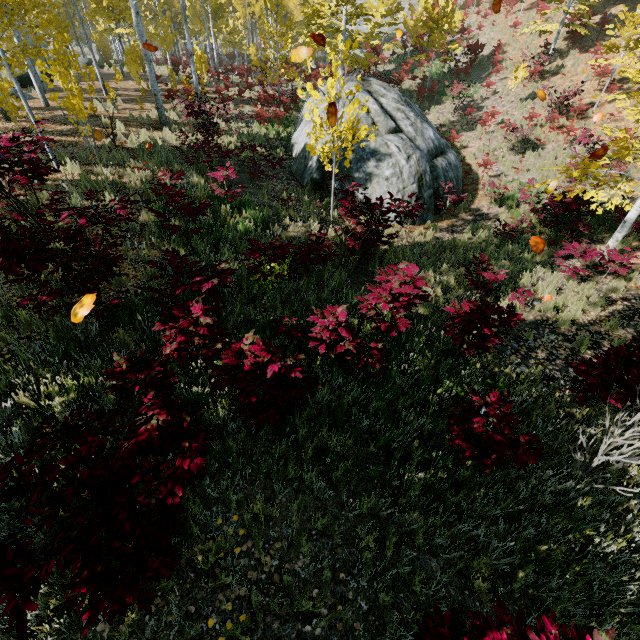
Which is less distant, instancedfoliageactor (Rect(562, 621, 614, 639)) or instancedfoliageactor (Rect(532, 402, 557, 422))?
instancedfoliageactor (Rect(562, 621, 614, 639))

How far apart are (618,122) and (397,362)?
18.81m

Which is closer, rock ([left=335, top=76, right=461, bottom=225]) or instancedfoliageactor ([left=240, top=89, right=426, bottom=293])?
instancedfoliageactor ([left=240, top=89, right=426, bottom=293])

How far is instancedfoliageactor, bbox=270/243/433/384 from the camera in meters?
4.5 m

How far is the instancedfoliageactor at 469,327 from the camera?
5.0 meters

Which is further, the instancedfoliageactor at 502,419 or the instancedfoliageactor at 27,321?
the instancedfoliageactor at 27,321
